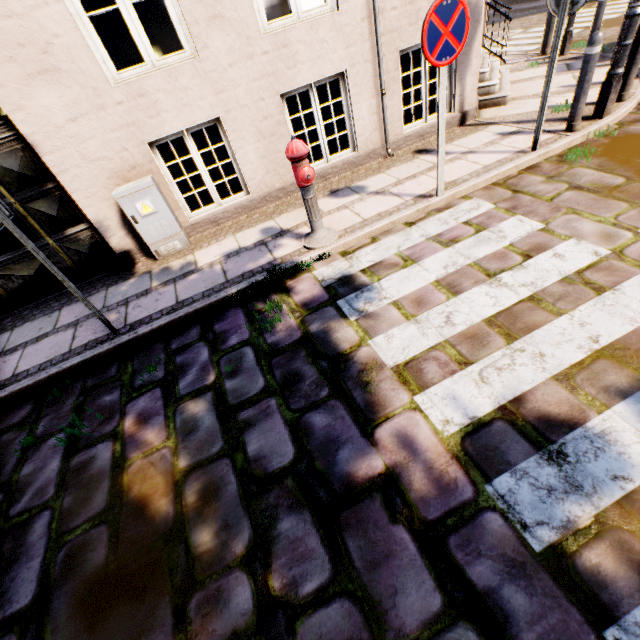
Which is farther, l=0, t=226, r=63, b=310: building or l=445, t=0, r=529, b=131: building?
l=445, t=0, r=529, b=131: building

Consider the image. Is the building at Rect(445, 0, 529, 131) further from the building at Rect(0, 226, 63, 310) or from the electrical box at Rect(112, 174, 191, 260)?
the building at Rect(0, 226, 63, 310)

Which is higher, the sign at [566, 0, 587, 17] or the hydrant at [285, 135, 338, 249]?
the sign at [566, 0, 587, 17]

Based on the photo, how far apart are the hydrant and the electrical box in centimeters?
192cm

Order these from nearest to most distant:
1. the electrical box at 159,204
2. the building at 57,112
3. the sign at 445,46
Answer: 1. the sign at 445,46
2. the building at 57,112
3. the electrical box at 159,204

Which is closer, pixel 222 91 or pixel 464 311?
pixel 464 311

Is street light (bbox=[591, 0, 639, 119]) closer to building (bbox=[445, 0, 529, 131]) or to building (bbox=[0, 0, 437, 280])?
building (bbox=[445, 0, 529, 131])

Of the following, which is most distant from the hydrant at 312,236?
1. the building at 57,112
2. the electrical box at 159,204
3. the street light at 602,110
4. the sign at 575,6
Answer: the building at 57,112
